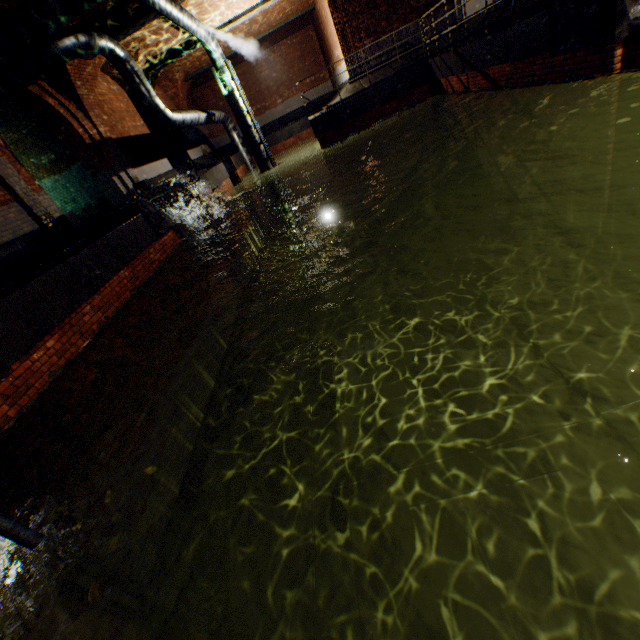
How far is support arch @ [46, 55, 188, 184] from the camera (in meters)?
9.83

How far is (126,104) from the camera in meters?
13.7

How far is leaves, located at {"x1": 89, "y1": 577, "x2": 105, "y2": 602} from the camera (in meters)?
1.73

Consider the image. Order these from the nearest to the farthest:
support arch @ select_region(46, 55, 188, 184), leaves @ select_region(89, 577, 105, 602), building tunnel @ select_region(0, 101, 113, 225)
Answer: leaves @ select_region(89, 577, 105, 602), support arch @ select_region(46, 55, 188, 184), building tunnel @ select_region(0, 101, 113, 225)

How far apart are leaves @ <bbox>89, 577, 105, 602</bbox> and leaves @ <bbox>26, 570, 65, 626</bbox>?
0.4 meters

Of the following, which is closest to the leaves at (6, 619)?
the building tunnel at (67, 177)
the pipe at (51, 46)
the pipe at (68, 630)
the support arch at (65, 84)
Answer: the pipe at (68, 630)

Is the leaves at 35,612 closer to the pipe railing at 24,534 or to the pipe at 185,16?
the pipe railing at 24,534

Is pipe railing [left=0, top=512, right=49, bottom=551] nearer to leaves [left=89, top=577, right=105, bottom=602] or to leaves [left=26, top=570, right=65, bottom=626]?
leaves [left=26, top=570, right=65, bottom=626]
